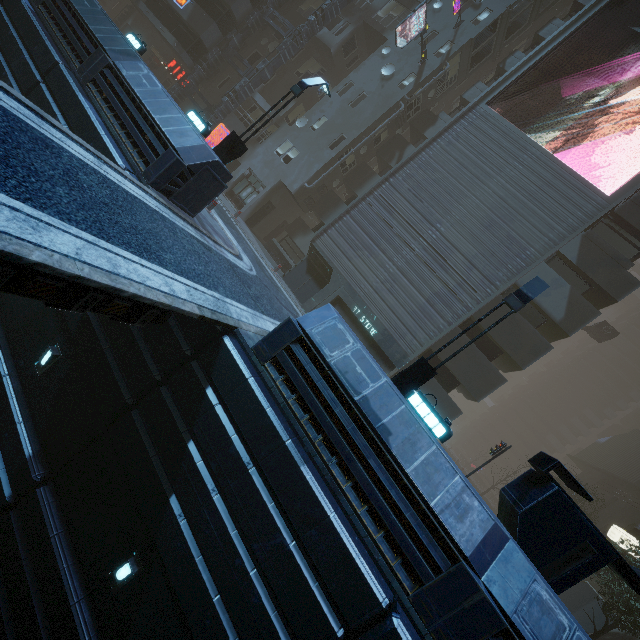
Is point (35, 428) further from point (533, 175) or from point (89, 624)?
point (533, 175)

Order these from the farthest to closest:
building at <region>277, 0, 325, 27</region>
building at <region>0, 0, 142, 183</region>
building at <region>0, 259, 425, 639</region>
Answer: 1. building at <region>277, 0, 325, 27</region>
2. building at <region>0, 0, 142, 183</region>
3. building at <region>0, 259, 425, 639</region>

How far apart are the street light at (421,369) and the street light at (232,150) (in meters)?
9.67

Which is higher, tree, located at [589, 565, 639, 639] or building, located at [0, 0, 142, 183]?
tree, located at [589, 565, 639, 639]

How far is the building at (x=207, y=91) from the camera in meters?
26.0

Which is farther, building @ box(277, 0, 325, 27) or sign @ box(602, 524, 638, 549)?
building @ box(277, 0, 325, 27)

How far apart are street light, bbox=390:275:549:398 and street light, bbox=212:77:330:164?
9.7 meters
